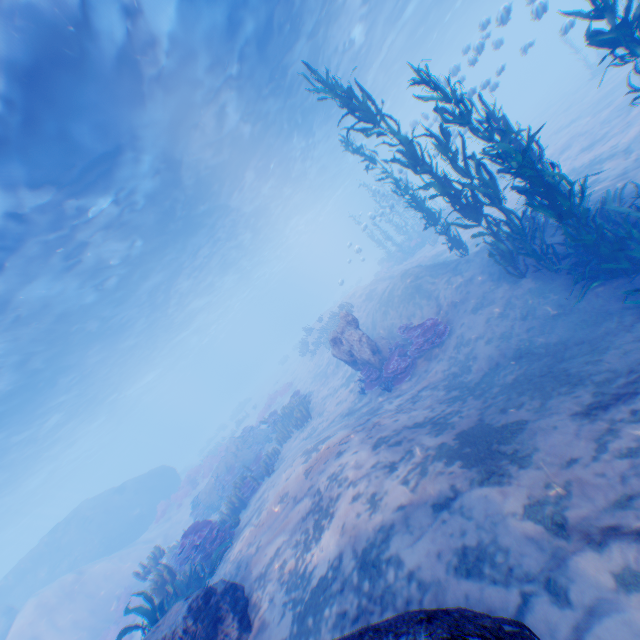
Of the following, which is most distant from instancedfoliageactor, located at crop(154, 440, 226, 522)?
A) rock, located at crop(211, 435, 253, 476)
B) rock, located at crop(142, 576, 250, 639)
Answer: rock, located at crop(142, 576, 250, 639)

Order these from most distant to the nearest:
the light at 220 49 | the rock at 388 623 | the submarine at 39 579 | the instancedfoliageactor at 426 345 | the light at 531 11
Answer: the submarine at 39 579, the light at 531 11, the instancedfoliageactor at 426 345, the light at 220 49, the rock at 388 623

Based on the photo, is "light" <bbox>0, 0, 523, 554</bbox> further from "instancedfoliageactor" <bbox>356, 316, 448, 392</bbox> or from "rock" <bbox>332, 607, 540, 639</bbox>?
"instancedfoliageactor" <bbox>356, 316, 448, 392</bbox>

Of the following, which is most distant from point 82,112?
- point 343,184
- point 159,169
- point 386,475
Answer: point 343,184

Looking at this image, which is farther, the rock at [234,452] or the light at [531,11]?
the rock at [234,452]

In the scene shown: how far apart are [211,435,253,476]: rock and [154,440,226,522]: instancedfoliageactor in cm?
623

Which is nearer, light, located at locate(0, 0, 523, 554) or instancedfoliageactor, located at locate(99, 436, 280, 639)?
instancedfoliageactor, located at locate(99, 436, 280, 639)

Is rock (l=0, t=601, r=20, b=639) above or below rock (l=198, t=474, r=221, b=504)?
above
